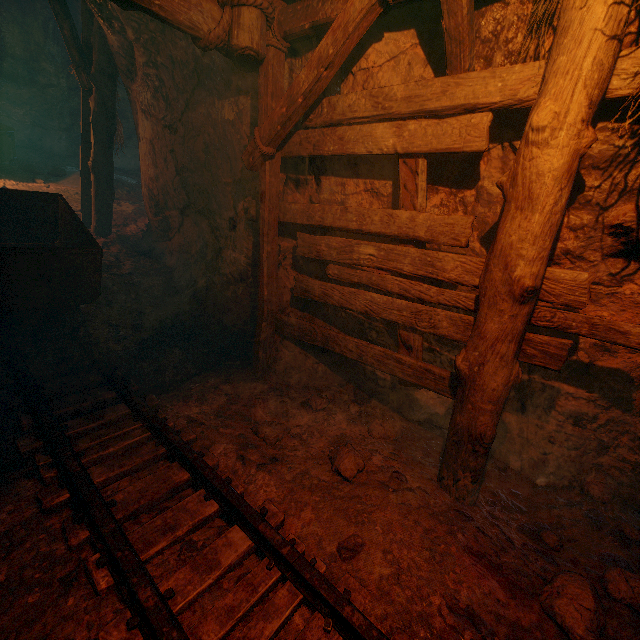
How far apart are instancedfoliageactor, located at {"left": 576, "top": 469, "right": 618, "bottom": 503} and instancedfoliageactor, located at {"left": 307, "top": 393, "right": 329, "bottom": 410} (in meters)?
2.56

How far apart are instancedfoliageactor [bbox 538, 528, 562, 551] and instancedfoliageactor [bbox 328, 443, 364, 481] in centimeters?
150cm

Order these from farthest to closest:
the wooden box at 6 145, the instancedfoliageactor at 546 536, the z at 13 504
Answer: the wooden box at 6 145 < the instancedfoliageactor at 546 536 < the z at 13 504

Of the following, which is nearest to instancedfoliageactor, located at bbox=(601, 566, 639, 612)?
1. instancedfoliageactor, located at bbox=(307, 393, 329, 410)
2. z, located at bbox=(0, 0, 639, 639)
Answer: z, located at bbox=(0, 0, 639, 639)

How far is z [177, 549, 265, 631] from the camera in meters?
1.8

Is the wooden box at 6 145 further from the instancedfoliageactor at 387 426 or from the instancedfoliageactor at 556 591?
the instancedfoliageactor at 556 591

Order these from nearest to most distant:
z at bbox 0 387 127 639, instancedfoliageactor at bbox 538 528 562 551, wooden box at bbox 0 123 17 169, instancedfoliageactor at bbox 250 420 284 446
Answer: z at bbox 0 387 127 639 → instancedfoliageactor at bbox 538 528 562 551 → instancedfoliageactor at bbox 250 420 284 446 → wooden box at bbox 0 123 17 169

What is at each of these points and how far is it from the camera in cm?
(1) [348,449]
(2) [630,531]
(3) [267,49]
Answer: (1) instancedfoliageactor, 288
(2) instancedfoliageactor, 256
(3) z, 313
